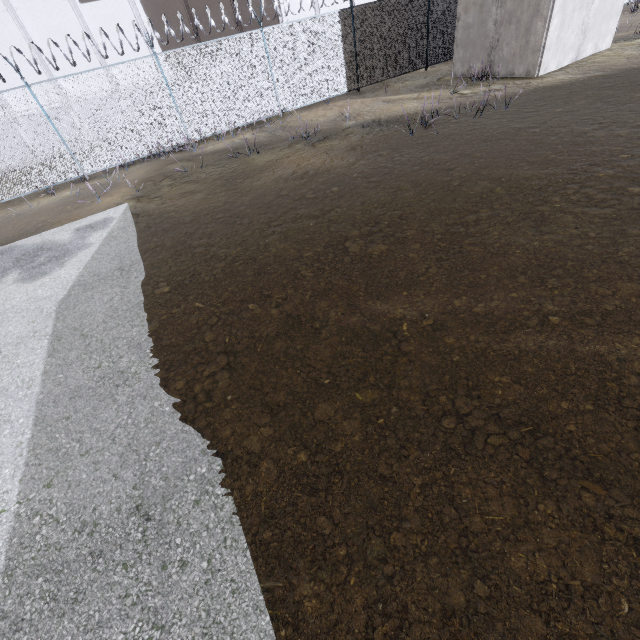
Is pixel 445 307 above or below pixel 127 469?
below
